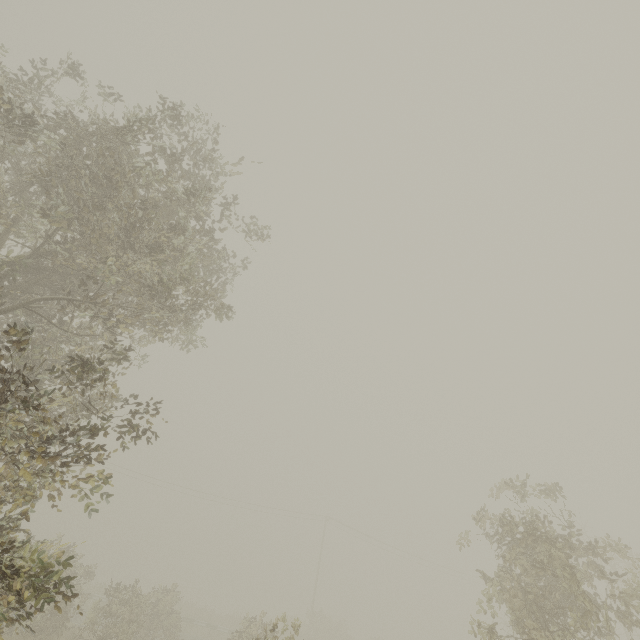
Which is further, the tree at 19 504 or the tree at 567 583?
the tree at 567 583

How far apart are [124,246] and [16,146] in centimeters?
243cm

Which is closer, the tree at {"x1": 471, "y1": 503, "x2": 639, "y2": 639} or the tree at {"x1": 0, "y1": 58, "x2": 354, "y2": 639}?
the tree at {"x1": 0, "y1": 58, "x2": 354, "y2": 639}
